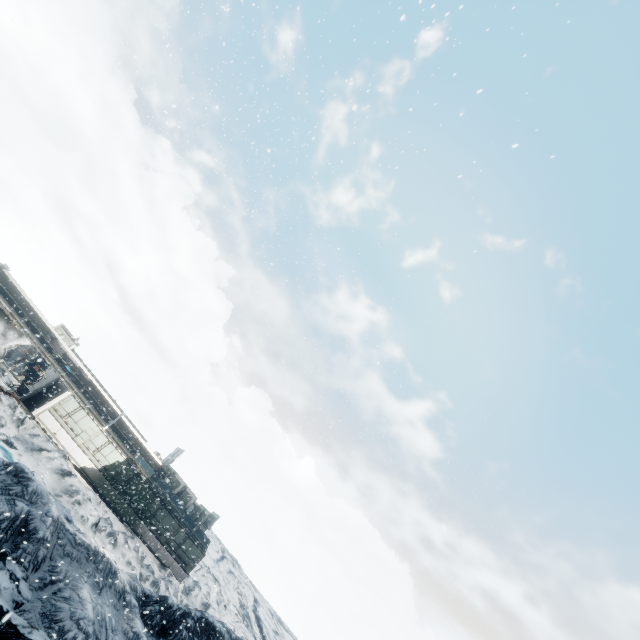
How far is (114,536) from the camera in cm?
2164
